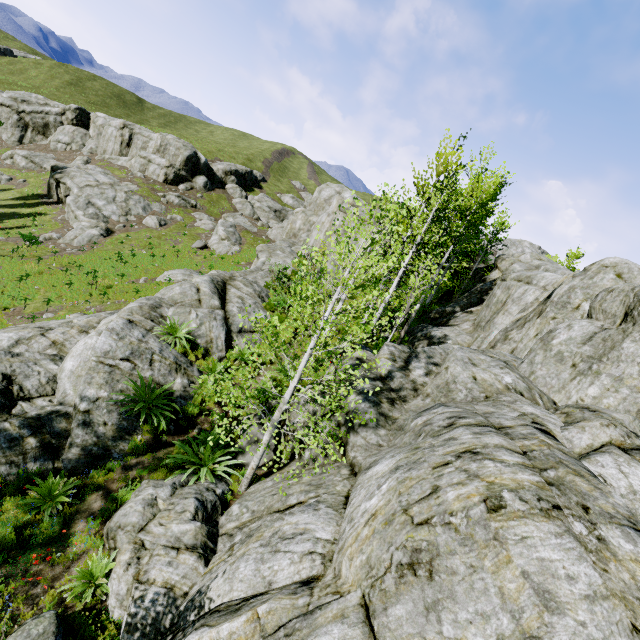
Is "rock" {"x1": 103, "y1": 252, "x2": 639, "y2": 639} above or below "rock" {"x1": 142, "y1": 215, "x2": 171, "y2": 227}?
above

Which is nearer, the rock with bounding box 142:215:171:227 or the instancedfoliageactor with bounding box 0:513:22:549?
the instancedfoliageactor with bounding box 0:513:22:549

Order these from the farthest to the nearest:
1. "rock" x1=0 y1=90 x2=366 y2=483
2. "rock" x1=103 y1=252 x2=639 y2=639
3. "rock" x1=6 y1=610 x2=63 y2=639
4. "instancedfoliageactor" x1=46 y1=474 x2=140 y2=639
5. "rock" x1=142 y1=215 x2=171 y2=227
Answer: "rock" x1=142 y1=215 x2=171 y2=227 → "rock" x1=0 y1=90 x2=366 y2=483 → "instancedfoliageactor" x1=46 y1=474 x2=140 y2=639 → "rock" x1=6 y1=610 x2=63 y2=639 → "rock" x1=103 y1=252 x2=639 y2=639

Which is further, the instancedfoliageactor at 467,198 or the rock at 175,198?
the rock at 175,198

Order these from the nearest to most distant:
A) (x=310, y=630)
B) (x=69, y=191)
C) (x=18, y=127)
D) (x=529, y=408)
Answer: (x=310, y=630), (x=529, y=408), (x=69, y=191), (x=18, y=127)

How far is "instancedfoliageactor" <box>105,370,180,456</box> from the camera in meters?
8.8

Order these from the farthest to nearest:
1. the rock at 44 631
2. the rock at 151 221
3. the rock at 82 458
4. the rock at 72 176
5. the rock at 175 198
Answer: the rock at 175 198 → the rock at 151 221 → the rock at 72 176 → the rock at 82 458 → the rock at 44 631
